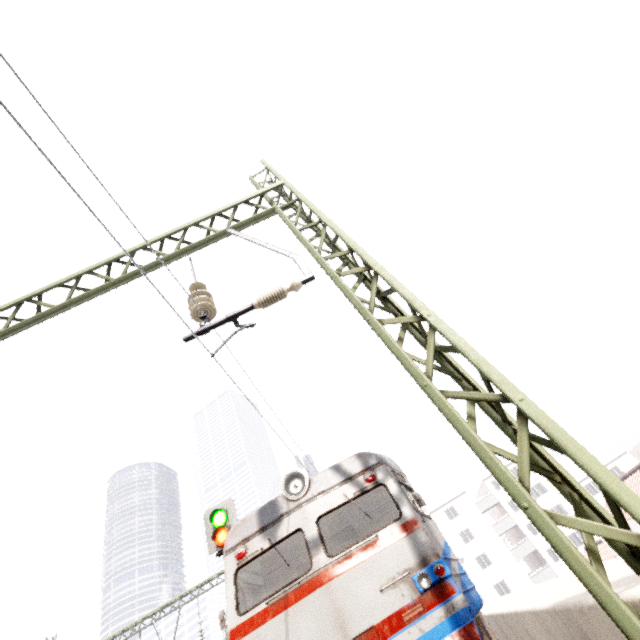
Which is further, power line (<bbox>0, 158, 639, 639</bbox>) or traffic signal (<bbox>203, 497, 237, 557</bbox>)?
traffic signal (<bbox>203, 497, 237, 557</bbox>)

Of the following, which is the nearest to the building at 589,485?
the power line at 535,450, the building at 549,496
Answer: the building at 549,496

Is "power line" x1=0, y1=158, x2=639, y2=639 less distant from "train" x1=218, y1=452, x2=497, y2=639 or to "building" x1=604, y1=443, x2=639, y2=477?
"train" x1=218, y1=452, x2=497, y2=639

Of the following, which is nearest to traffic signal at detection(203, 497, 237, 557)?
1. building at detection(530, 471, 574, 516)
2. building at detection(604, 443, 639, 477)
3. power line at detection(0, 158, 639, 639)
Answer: power line at detection(0, 158, 639, 639)

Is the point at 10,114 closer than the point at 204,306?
Yes

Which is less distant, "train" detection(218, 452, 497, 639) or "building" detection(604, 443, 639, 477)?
"train" detection(218, 452, 497, 639)

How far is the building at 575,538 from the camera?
39.3 meters
